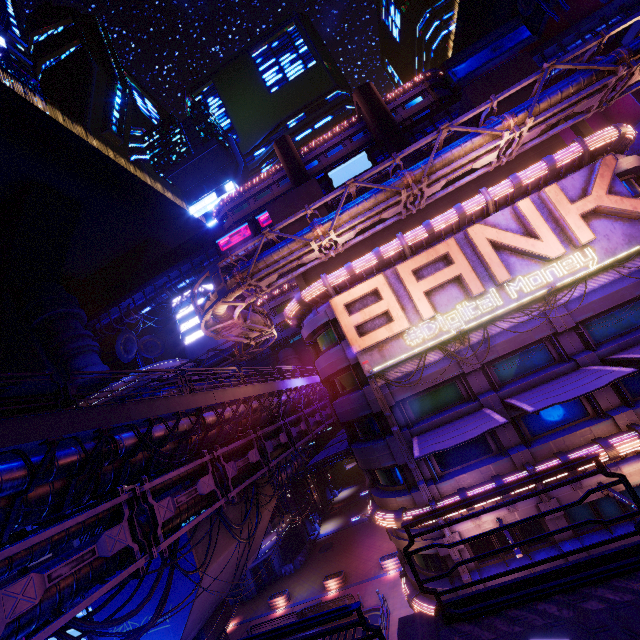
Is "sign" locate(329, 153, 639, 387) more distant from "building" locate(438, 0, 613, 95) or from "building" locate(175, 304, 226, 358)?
"building" locate(175, 304, 226, 358)

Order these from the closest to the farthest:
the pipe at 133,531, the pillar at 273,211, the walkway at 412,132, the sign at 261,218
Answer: the pipe at 133,531 < the pillar at 273,211 < the walkway at 412,132 < the sign at 261,218

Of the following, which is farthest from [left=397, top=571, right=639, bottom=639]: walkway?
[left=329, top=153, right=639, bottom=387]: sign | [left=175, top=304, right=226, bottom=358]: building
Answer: [left=175, top=304, right=226, bottom=358]: building

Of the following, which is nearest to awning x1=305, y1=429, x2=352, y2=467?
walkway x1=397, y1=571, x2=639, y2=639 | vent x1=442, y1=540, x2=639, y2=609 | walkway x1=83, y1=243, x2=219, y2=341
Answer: vent x1=442, y1=540, x2=639, y2=609

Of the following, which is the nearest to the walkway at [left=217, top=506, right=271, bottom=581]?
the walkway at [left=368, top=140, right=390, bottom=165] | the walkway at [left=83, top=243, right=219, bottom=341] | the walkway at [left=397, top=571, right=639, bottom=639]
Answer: the walkway at [left=397, top=571, right=639, bottom=639]

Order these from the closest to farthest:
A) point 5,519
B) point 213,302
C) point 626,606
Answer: point 626,606, point 5,519, point 213,302

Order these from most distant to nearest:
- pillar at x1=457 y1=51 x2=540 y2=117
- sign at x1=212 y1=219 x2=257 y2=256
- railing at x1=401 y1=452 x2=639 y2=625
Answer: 1. sign at x1=212 y1=219 x2=257 y2=256
2. pillar at x1=457 y1=51 x2=540 y2=117
3. railing at x1=401 y1=452 x2=639 y2=625

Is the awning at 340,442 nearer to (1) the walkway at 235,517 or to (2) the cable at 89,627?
(2) the cable at 89,627
